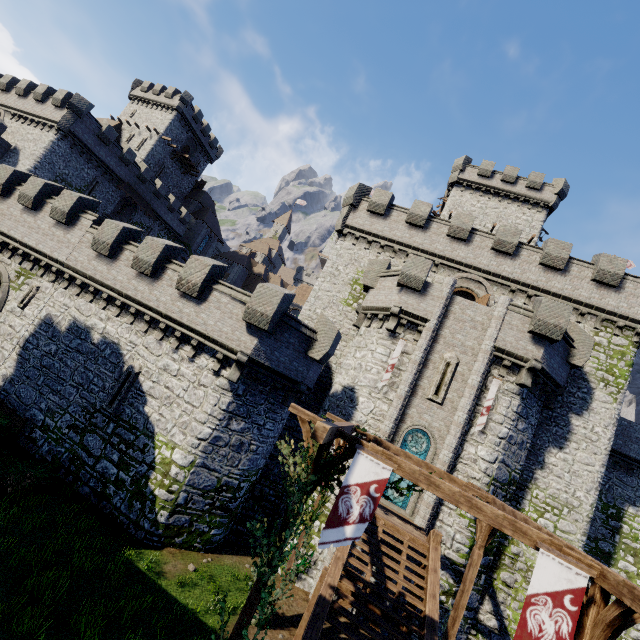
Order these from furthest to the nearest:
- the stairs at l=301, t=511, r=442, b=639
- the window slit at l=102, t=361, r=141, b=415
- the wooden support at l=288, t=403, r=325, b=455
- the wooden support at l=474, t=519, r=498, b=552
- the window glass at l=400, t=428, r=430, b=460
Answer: the window glass at l=400, t=428, r=430, b=460 → the window slit at l=102, t=361, r=141, b=415 → the wooden support at l=474, t=519, r=498, b=552 → the stairs at l=301, t=511, r=442, b=639 → the wooden support at l=288, t=403, r=325, b=455

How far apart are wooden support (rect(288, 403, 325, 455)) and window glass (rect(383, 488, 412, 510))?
8.8m

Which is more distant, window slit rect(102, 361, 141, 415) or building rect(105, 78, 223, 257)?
building rect(105, 78, 223, 257)

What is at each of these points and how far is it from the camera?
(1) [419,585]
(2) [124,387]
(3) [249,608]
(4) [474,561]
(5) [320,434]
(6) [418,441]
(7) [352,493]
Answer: (1) stairs, 11.38m
(2) window slit, 14.96m
(3) wooden post, 6.70m
(4) wooden post, 11.20m
(5) wooden beam, 5.98m
(6) window glass, 16.09m
(7) flag, 6.75m

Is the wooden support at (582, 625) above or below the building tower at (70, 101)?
below

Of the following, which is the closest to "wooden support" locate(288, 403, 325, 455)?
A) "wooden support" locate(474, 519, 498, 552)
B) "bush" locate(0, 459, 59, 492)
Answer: "wooden support" locate(474, 519, 498, 552)

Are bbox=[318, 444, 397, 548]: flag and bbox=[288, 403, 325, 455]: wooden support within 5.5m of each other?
yes

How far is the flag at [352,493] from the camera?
6.5m
